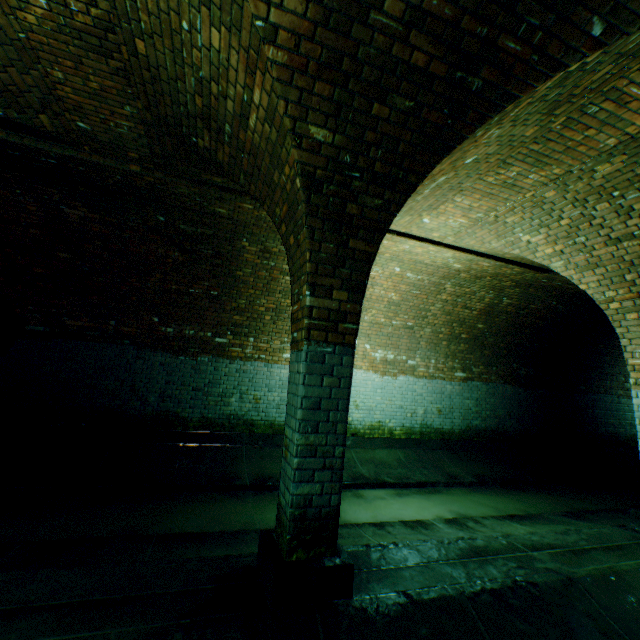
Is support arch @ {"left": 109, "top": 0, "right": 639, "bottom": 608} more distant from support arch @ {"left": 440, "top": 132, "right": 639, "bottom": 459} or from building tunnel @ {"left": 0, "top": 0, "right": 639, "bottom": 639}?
support arch @ {"left": 440, "top": 132, "right": 639, "bottom": 459}

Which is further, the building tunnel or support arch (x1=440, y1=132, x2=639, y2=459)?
support arch (x1=440, y1=132, x2=639, y2=459)

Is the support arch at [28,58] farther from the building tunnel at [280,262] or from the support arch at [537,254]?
the support arch at [537,254]

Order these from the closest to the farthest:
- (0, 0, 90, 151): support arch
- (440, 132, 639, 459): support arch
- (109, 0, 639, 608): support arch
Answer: (109, 0, 639, 608): support arch → (0, 0, 90, 151): support arch → (440, 132, 639, 459): support arch

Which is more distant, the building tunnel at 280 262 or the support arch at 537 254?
the support arch at 537 254

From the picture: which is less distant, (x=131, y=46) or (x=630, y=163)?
(x=131, y=46)

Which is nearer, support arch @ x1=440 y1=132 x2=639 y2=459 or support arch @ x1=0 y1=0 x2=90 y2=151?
support arch @ x1=0 y1=0 x2=90 y2=151

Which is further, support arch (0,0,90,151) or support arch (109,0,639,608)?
support arch (0,0,90,151)
